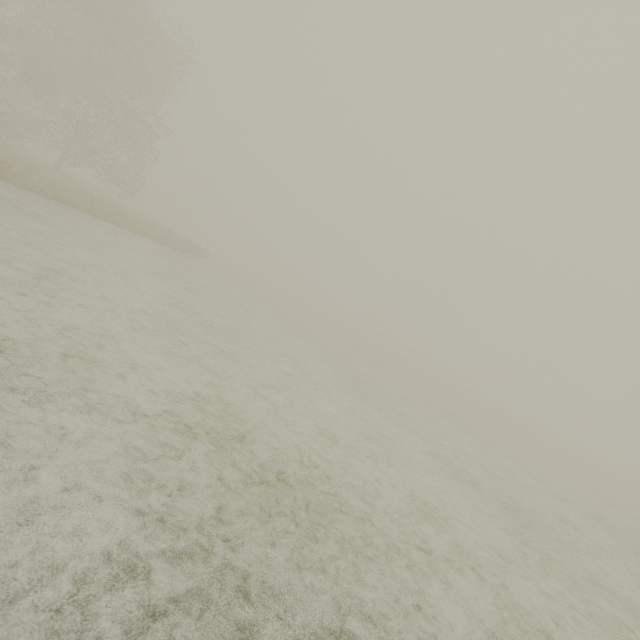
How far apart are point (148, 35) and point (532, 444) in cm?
3679
